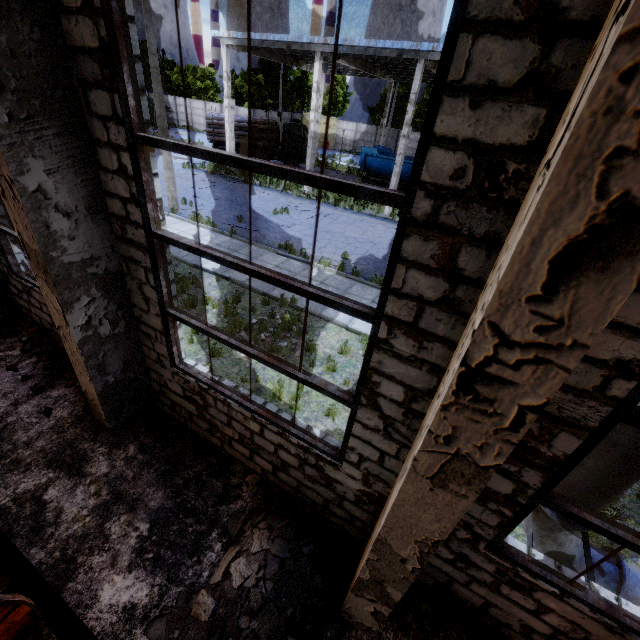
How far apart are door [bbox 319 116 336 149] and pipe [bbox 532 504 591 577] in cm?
4967

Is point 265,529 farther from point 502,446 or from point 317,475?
point 502,446

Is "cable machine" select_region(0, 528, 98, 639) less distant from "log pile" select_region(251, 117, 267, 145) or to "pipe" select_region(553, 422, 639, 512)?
"pipe" select_region(553, 422, 639, 512)

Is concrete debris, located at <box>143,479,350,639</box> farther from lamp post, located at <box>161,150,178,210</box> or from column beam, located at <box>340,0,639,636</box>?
lamp post, located at <box>161,150,178,210</box>

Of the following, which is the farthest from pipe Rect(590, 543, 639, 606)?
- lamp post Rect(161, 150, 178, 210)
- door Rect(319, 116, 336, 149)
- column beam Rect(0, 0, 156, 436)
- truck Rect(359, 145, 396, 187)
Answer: door Rect(319, 116, 336, 149)

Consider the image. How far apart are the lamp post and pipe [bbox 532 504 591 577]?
17.16m

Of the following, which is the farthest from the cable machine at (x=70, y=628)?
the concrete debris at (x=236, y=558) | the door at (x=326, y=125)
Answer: the door at (x=326, y=125)

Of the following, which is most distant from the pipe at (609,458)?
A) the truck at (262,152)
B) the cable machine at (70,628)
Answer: the truck at (262,152)
